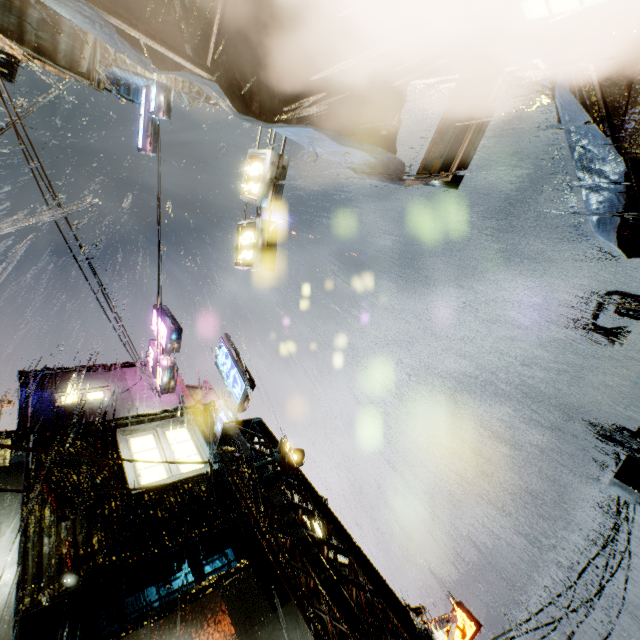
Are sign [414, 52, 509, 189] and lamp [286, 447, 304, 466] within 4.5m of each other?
no

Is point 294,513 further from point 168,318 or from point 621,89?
point 168,318

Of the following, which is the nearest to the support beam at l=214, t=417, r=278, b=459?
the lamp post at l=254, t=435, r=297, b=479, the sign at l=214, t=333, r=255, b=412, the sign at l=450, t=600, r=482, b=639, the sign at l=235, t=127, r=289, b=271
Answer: the lamp post at l=254, t=435, r=297, b=479

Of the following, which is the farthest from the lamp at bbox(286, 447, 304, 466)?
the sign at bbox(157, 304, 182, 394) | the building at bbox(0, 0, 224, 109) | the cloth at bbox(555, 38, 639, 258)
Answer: the sign at bbox(157, 304, 182, 394)

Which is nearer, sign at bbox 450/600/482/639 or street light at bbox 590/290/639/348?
street light at bbox 590/290/639/348

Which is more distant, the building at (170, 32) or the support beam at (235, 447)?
the support beam at (235, 447)

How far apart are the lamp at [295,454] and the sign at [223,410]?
2.4m

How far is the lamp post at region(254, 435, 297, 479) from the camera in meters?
7.7
